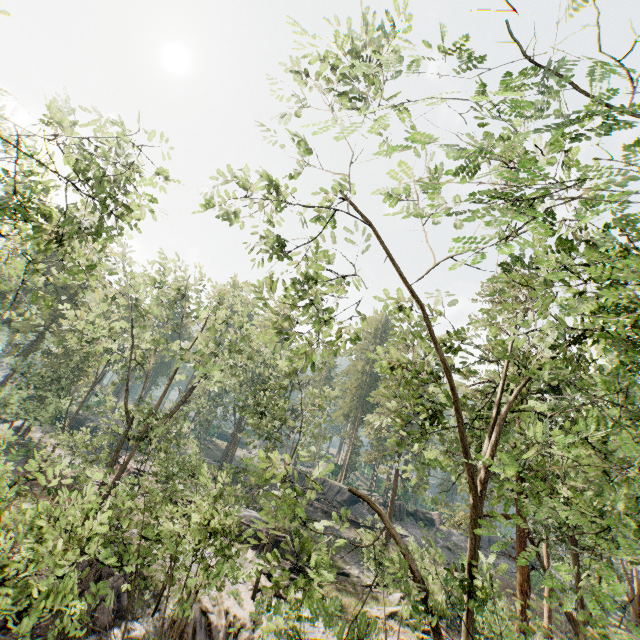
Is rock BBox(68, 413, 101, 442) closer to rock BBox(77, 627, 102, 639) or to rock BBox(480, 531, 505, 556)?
rock BBox(480, 531, 505, 556)

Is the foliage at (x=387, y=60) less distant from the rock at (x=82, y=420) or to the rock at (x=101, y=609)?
the rock at (x=101, y=609)

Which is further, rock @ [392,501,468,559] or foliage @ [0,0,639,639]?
rock @ [392,501,468,559]

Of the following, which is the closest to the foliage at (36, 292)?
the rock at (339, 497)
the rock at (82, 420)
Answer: the rock at (339, 497)

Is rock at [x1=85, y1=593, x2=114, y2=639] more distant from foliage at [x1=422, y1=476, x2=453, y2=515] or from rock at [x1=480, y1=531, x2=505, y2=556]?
rock at [x1=480, y1=531, x2=505, y2=556]

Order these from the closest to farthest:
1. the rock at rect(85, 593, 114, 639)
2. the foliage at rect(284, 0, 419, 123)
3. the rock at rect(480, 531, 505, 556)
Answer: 1. the foliage at rect(284, 0, 419, 123)
2. the rock at rect(85, 593, 114, 639)
3. the rock at rect(480, 531, 505, 556)

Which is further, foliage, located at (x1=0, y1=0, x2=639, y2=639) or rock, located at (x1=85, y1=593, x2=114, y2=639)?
rock, located at (x1=85, y1=593, x2=114, y2=639)

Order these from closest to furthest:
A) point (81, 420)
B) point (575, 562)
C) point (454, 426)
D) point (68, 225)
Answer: point (68, 225)
point (454, 426)
point (575, 562)
point (81, 420)
